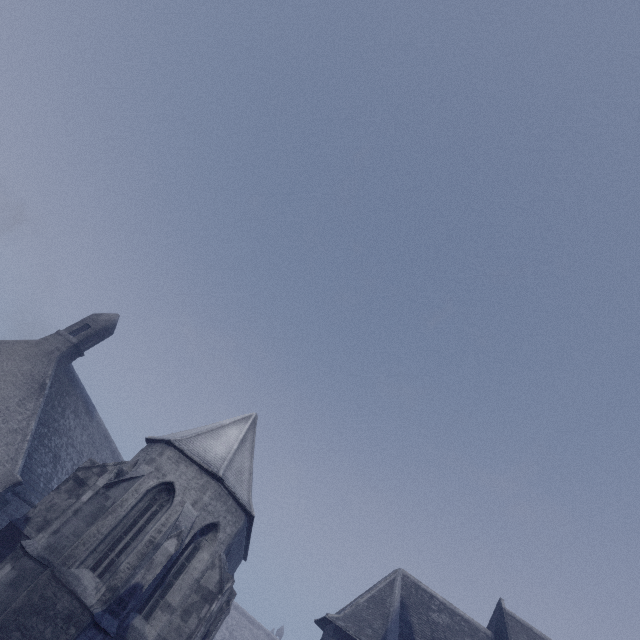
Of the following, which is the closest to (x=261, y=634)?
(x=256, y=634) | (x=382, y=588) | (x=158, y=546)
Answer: (x=256, y=634)

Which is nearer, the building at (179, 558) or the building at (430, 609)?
the building at (179, 558)

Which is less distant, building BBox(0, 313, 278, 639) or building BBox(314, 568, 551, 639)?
building BBox(0, 313, 278, 639)
